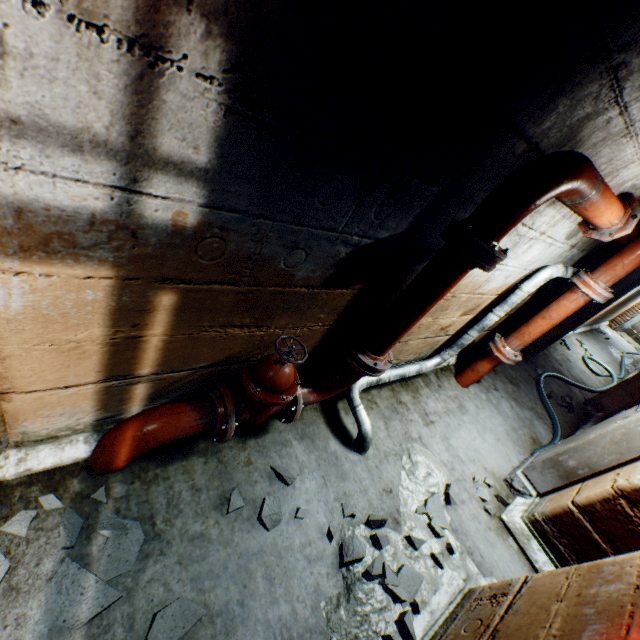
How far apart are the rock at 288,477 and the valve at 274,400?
0.3m

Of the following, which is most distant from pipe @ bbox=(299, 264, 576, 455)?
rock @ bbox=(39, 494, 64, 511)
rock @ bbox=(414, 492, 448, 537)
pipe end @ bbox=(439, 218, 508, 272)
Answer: rock @ bbox=(39, 494, 64, 511)

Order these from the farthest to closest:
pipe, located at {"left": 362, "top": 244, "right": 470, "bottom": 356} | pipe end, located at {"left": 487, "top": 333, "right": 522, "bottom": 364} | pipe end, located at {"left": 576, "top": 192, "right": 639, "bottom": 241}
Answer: pipe end, located at {"left": 487, "top": 333, "right": 522, "bottom": 364} → pipe end, located at {"left": 576, "top": 192, "right": 639, "bottom": 241} → pipe, located at {"left": 362, "top": 244, "right": 470, "bottom": 356}

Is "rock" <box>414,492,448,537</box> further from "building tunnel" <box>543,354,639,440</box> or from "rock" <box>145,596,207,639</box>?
"rock" <box>145,596,207,639</box>

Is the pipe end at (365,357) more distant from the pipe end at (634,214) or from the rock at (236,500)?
the pipe end at (634,214)

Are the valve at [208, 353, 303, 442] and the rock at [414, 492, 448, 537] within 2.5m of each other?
yes

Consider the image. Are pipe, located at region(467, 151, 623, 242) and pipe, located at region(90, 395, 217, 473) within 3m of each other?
yes

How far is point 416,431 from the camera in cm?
317
